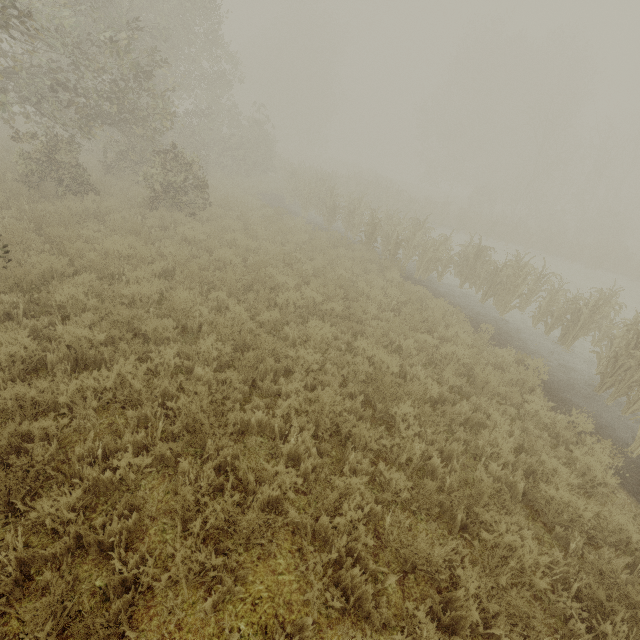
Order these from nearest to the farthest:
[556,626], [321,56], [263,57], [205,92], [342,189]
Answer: [556,626], [205,92], [342,189], [321,56], [263,57]
